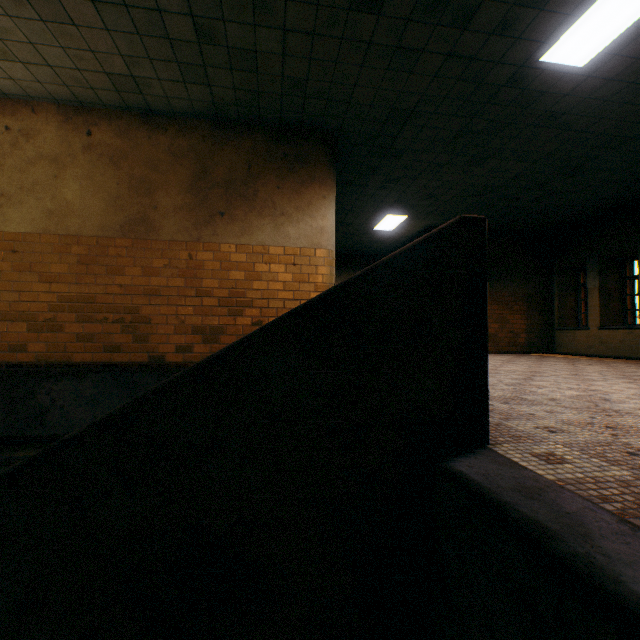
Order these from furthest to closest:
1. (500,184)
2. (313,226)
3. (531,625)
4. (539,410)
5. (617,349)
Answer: (617,349)
(500,184)
(313,226)
(539,410)
(531,625)

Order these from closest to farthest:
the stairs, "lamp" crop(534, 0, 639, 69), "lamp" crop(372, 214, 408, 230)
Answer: the stairs
"lamp" crop(534, 0, 639, 69)
"lamp" crop(372, 214, 408, 230)

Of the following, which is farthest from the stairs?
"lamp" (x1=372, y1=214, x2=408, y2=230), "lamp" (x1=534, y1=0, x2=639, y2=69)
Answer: "lamp" (x1=372, y1=214, x2=408, y2=230)

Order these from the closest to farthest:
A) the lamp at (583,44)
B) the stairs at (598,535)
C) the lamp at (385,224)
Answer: the stairs at (598,535) < the lamp at (583,44) < the lamp at (385,224)

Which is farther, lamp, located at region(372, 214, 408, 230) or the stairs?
lamp, located at region(372, 214, 408, 230)

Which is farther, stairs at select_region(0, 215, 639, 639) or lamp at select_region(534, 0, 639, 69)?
lamp at select_region(534, 0, 639, 69)

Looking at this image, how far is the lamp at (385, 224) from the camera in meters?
9.3
